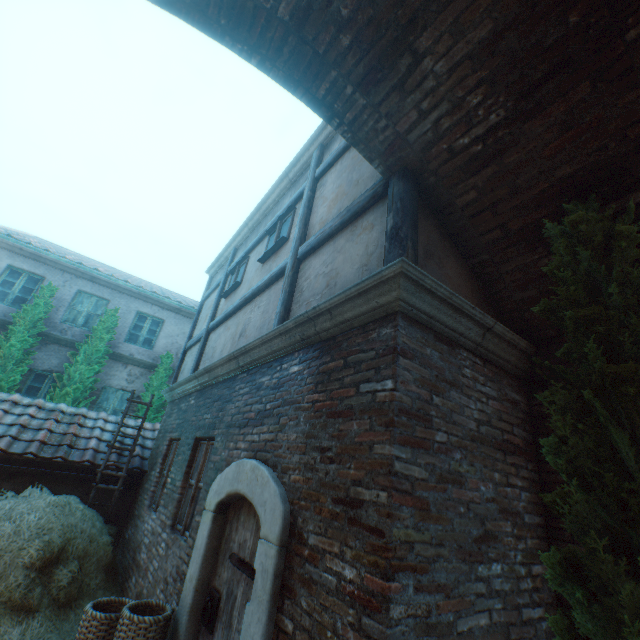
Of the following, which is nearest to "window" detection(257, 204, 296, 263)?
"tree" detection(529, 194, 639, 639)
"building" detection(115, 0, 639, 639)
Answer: "building" detection(115, 0, 639, 639)

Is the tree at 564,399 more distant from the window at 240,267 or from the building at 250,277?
the window at 240,267

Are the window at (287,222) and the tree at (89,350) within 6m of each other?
no

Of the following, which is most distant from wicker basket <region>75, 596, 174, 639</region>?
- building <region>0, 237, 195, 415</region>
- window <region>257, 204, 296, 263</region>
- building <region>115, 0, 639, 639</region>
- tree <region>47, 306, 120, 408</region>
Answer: building <region>0, 237, 195, 415</region>

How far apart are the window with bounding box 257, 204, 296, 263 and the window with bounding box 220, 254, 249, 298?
0.96m

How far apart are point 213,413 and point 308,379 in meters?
2.7 m

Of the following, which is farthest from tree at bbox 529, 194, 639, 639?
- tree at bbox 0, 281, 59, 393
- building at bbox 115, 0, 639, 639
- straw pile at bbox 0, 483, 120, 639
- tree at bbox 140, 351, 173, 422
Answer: tree at bbox 0, 281, 59, 393

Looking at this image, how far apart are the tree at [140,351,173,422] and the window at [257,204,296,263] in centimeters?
747cm
